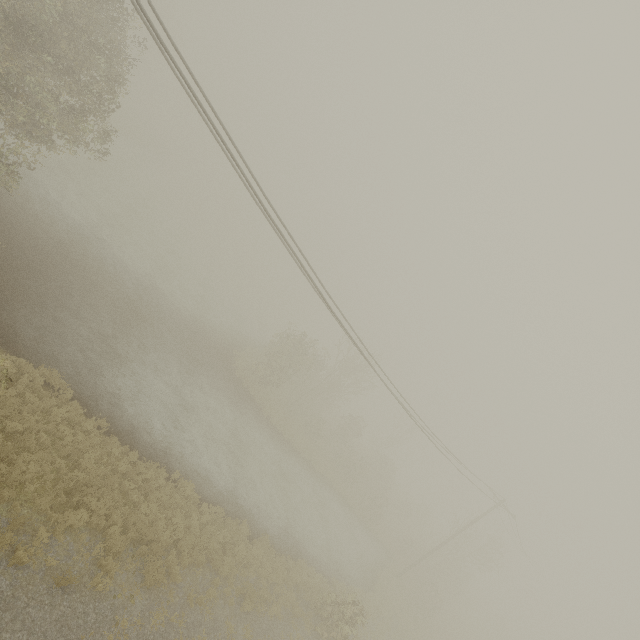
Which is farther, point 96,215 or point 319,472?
point 319,472
